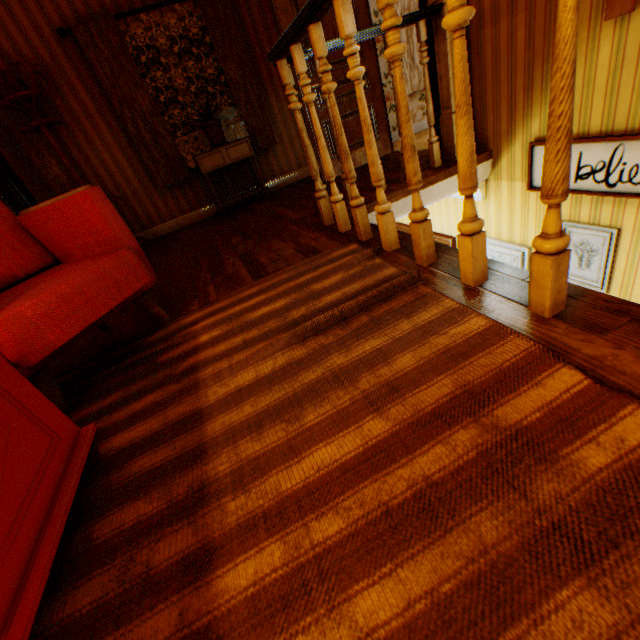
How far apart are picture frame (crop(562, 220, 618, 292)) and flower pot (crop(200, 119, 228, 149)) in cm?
419

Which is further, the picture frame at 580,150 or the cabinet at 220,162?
the cabinet at 220,162

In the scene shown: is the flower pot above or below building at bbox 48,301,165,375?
above

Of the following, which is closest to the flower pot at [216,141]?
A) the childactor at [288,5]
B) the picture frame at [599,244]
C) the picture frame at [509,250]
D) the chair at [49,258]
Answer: the childactor at [288,5]

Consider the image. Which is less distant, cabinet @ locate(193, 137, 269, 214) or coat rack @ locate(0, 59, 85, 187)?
coat rack @ locate(0, 59, 85, 187)

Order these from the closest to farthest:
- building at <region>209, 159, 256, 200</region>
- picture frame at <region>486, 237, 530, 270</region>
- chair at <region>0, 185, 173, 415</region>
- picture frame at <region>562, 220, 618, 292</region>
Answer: chair at <region>0, 185, 173, 415</region>
picture frame at <region>562, 220, 618, 292</region>
picture frame at <region>486, 237, 530, 270</region>
building at <region>209, 159, 256, 200</region>

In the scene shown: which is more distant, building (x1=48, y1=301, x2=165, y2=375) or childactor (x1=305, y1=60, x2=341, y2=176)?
childactor (x1=305, y1=60, x2=341, y2=176)

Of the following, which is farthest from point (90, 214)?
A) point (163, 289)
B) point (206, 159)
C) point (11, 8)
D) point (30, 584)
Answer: point (11, 8)
